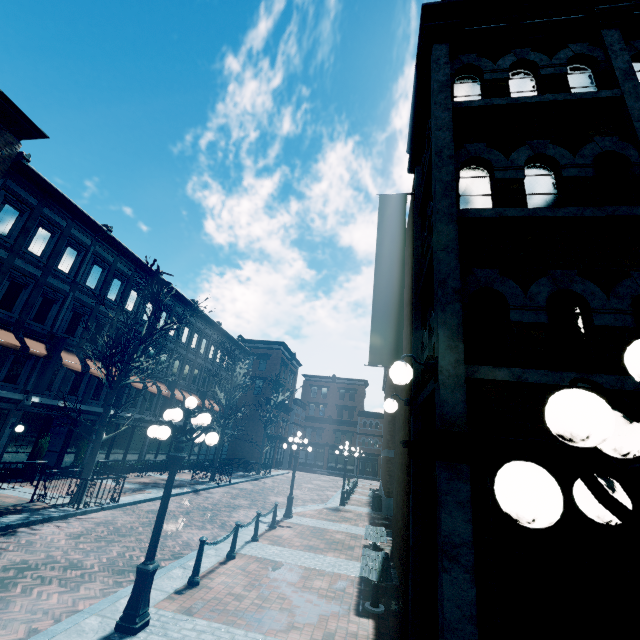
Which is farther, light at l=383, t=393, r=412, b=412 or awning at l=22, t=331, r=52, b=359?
awning at l=22, t=331, r=52, b=359

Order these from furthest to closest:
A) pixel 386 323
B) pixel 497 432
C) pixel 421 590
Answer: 1. pixel 386 323
2. pixel 421 590
3. pixel 497 432

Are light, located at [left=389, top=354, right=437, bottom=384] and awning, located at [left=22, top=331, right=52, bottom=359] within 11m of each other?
no

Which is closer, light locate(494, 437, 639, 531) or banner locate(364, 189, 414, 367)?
light locate(494, 437, 639, 531)

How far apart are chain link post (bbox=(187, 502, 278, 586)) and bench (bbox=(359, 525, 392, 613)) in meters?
3.5

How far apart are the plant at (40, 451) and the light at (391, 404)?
17.7 meters

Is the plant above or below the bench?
above

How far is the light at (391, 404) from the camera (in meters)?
6.84
